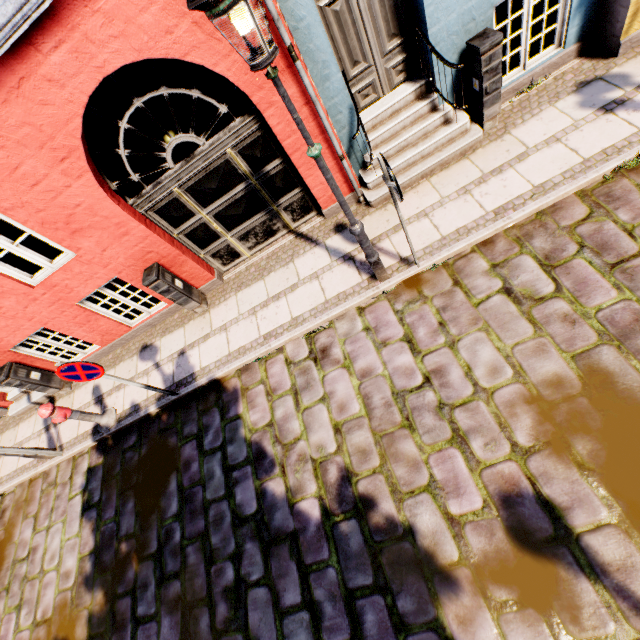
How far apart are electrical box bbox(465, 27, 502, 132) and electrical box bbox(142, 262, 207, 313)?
5.7 meters

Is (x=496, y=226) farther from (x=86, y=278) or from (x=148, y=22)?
(x=86, y=278)

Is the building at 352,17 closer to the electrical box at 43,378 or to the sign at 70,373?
the electrical box at 43,378

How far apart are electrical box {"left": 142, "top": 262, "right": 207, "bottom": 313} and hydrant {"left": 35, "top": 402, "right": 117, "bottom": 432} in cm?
251

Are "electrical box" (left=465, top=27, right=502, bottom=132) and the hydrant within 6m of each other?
no

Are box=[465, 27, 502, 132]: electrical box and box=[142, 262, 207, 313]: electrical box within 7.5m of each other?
yes

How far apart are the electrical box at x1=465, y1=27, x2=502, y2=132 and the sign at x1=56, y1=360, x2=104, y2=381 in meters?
6.6

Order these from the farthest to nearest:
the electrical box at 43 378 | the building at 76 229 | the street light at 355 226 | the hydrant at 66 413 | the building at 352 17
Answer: the electrical box at 43 378
the hydrant at 66 413
the building at 352 17
the building at 76 229
the street light at 355 226
